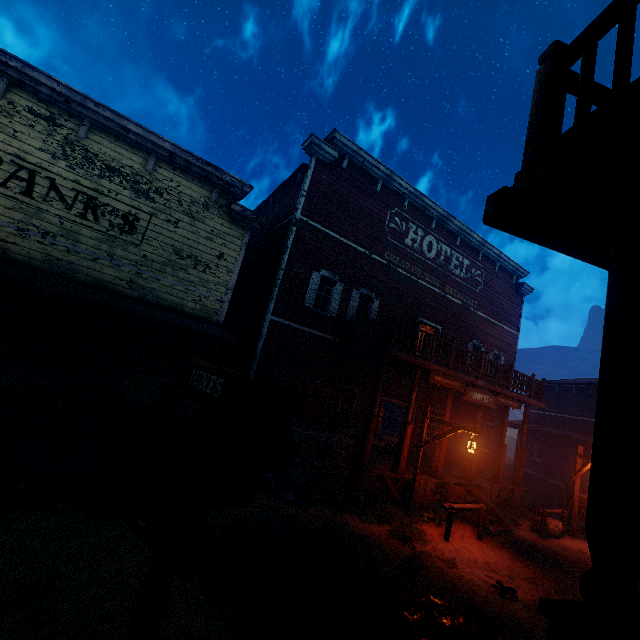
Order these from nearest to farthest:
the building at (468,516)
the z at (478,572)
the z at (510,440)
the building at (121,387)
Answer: the building at (121,387)
the z at (478,572)
the building at (468,516)
the z at (510,440)

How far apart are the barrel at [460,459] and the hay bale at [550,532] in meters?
3.1

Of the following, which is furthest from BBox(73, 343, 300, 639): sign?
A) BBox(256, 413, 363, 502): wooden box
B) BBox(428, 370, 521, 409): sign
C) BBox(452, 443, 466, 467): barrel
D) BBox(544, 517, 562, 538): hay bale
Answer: BBox(452, 443, 466, 467): barrel

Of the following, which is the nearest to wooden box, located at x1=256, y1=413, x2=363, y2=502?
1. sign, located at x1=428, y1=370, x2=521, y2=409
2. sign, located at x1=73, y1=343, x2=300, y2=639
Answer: sign, located at x1=428, y1=370, x2=521, y2=409

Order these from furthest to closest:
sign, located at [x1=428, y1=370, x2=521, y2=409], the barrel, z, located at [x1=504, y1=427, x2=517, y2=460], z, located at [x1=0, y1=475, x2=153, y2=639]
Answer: z, located at [x1=504, y1=427, x2=517, y2=460]
the barrel
sign, located at [x1=428, y1=370, x2=521, y2=409]
z, located at [x1=0, y1=475, x2=153, y2=639]

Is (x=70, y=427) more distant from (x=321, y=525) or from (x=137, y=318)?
(x=321, y=525)

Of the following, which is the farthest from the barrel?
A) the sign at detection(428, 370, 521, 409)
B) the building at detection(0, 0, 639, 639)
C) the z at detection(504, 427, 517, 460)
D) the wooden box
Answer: the wooden box

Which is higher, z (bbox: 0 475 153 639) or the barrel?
the barrel
